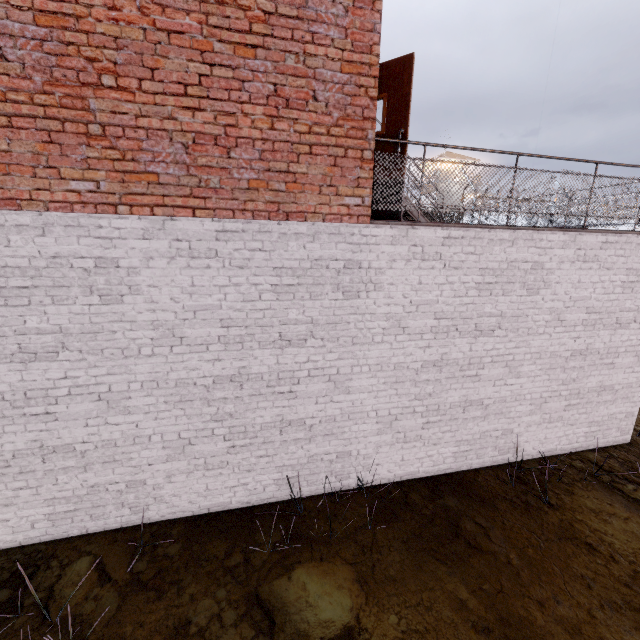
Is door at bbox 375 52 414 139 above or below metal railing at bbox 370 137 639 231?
above

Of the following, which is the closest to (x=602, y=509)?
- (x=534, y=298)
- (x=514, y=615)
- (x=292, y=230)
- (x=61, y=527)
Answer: (x=514, y=615)

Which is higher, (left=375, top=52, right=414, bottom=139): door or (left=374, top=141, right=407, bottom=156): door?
(left=375, top=52, right=414, bottom=139): door

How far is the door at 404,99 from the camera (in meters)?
4.27

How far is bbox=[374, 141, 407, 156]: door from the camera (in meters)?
4.45
